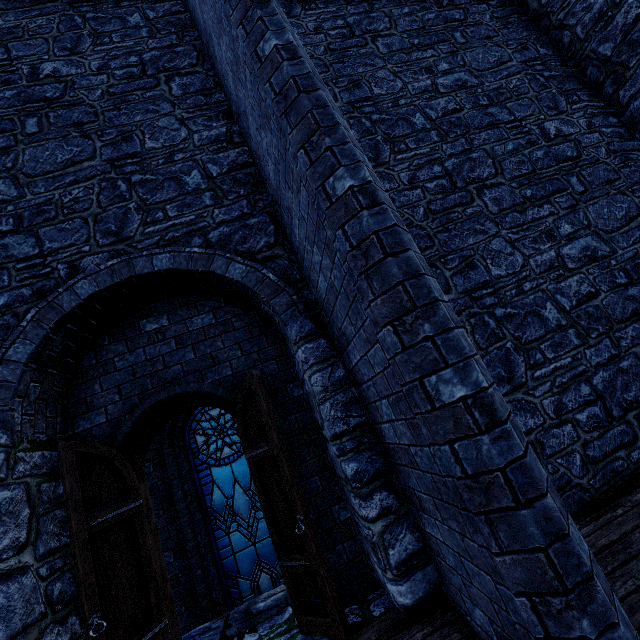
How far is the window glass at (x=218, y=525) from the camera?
5.3 meters

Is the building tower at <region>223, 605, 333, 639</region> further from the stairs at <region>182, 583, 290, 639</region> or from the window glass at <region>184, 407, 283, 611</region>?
the window glass at <region>184, 407, 283, 611</region>

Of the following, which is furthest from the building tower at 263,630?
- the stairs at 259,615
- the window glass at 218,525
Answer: the window glass at 218,525

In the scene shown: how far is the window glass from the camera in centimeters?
530cm

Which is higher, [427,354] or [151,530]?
[427,354]

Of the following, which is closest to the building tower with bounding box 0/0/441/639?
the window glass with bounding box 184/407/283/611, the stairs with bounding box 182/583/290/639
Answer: the stairs with bounding box 182/583/290/639

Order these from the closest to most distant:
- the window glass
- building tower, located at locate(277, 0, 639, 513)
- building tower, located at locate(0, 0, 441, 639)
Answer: building tower, located at locate(0, 0, 441, 639) < building tower, located at locate(277, 0, 639, 513) < the window glass
